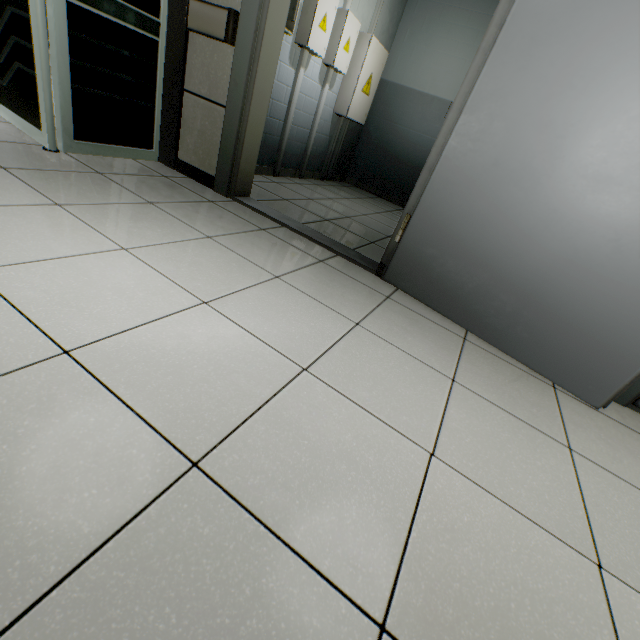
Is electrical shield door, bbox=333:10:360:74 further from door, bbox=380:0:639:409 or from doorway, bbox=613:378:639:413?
doorway, bbox=613:378:639:413

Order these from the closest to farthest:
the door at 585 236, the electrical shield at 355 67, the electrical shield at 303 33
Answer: the door at 585 236 → the electrical shield at 303 33 → the electrical shield at 355 67

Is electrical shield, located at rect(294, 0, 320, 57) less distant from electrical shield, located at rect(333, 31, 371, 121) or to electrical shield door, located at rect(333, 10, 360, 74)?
electrical shield door, located at rect(333, 10, 360, 74)

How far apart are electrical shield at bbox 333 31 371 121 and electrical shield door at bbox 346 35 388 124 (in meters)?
0.04

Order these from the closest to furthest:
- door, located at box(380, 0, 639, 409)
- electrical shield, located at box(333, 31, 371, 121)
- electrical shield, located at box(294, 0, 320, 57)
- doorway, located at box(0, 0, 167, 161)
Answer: door, located at box(380, 0, 639, 409) < doorway, located at box(0, 0, 167, 161) < electrical shield, located at box(294, 0, 320, 57) < electrical shield, located at box(333, 31, 371, 121)

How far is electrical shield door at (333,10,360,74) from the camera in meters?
3.6 m

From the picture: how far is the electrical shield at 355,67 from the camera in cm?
401

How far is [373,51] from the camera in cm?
412
